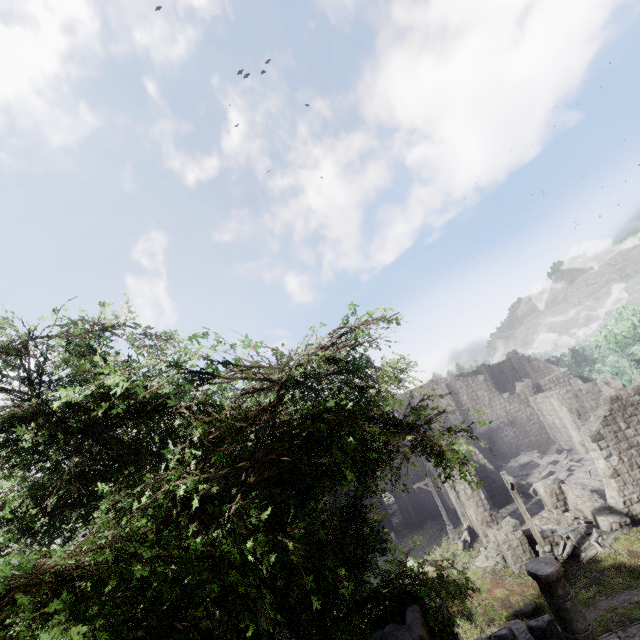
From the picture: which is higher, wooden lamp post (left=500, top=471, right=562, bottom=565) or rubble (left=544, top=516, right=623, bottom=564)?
wooden lamp post (left=500, top=471, right=562, bottom=565)

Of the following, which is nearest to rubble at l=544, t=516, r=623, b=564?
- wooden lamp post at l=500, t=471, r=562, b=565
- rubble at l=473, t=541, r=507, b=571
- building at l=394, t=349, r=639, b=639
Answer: building at l=394, t=349, r=639, b=639

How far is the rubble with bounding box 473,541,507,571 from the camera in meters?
18.3

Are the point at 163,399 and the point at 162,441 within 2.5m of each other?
yes

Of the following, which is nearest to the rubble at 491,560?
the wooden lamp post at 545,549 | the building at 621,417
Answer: the building at 621,417

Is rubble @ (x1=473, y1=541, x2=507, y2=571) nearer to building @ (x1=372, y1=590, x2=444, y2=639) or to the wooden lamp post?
building @ (x1=372, y1=590, x2=444, y2=639)

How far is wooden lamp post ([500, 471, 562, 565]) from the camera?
15.7 meters

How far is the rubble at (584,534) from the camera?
15.9m
